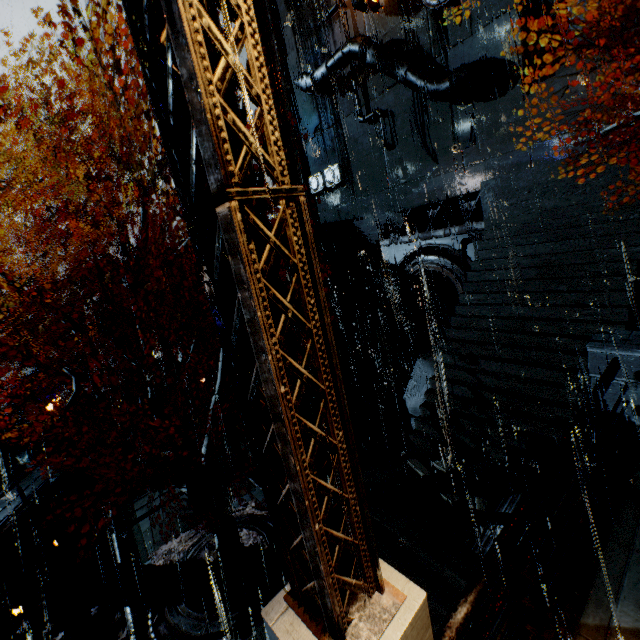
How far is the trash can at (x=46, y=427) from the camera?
17.53m

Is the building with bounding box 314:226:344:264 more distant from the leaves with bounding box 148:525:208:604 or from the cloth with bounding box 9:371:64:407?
the cloth with bounding box 9:371:64:407

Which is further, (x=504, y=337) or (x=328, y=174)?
(x=328, y=174)

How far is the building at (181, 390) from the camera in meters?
17.4 m

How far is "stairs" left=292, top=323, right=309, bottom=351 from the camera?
19.81m

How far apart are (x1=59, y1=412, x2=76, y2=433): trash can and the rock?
39.3 meters

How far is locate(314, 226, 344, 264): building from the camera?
22.73m

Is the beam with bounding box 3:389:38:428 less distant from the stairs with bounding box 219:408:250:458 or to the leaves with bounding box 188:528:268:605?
the stairs with bounding box 219:408:250:458
